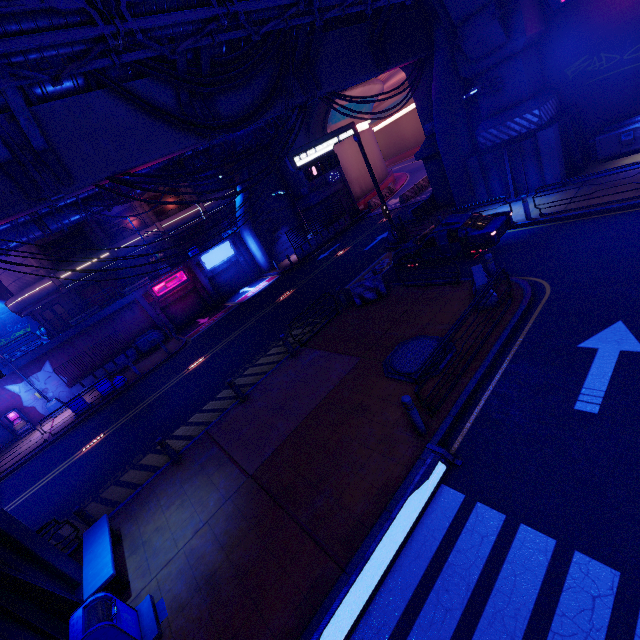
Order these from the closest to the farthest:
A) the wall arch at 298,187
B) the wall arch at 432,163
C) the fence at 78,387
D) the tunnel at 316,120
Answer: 1. the wall arch at 432,163
2. the fence at 78,387
3. the tunnel at 316,120
4. the wall arch at 298,187

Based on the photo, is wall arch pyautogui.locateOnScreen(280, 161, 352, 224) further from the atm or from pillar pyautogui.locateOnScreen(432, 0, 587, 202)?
the atm

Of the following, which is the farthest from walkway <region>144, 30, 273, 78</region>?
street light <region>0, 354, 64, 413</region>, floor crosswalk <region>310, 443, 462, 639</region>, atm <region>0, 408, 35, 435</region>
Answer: atm <region>0, 408, 35, 435</region>

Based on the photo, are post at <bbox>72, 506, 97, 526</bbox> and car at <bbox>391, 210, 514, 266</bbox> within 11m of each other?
no

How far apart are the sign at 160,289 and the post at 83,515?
20.8m

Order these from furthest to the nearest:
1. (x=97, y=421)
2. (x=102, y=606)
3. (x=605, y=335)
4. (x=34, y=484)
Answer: (x=97, y=421) < (x=34, y=484) < (x=605, y=335) < (x=102, y=606)

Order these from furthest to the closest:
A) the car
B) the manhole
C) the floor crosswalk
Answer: the car
the manhole
the floor crosswalk

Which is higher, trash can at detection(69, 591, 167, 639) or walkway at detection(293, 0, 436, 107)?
walkway at detection(293, 0, 436, 107)
